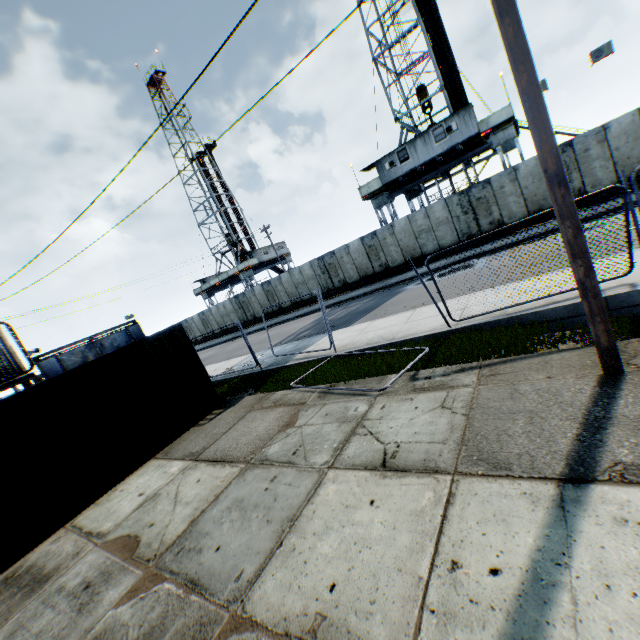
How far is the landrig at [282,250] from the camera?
46.4m

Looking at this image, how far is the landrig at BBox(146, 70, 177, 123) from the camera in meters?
43.8

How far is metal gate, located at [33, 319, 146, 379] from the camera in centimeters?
3378cm

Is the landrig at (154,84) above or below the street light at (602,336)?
above

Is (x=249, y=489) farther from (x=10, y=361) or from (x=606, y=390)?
(x=10, y=361)

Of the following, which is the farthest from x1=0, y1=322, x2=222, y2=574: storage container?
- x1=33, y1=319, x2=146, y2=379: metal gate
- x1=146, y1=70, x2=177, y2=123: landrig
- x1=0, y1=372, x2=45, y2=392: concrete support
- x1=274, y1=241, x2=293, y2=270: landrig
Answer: x1=146, y1=70, x2=177, y2=123: landrig

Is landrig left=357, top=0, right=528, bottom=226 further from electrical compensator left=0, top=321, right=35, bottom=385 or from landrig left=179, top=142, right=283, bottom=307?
electrical compensator left=0, top=321, right=35, bottom=385

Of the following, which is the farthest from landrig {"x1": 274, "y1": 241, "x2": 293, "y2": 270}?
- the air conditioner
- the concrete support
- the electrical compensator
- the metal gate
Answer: the air conditioner
